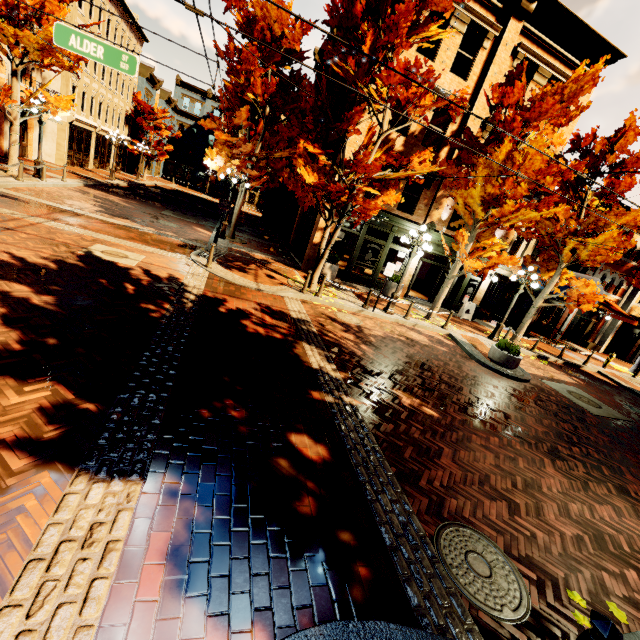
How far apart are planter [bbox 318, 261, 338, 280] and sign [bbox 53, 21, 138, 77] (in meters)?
9.12

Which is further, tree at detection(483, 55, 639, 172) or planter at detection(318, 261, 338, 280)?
planter at detection(318, 261, 338, 280)

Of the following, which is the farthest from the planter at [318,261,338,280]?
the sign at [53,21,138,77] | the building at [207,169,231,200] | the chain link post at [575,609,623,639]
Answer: the building at [207,169,231,200]

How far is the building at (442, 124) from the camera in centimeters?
1470cm

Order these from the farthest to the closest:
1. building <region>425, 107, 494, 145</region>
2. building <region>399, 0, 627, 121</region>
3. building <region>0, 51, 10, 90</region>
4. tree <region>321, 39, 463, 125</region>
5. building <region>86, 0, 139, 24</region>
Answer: building <region>86, 0, 139, 24</region> < building <region>0, 51, 10, 90</region> < building <region>425, 107, 494, 145</region> < building <region>399, 0, 627, 121</region> < tree <region>321, 39, 463, 125</region>

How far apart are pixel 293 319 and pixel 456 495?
5.9 meters

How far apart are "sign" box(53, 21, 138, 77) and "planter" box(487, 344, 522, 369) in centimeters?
1324cm

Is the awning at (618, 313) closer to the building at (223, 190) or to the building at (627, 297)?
the building at (627, 297)
